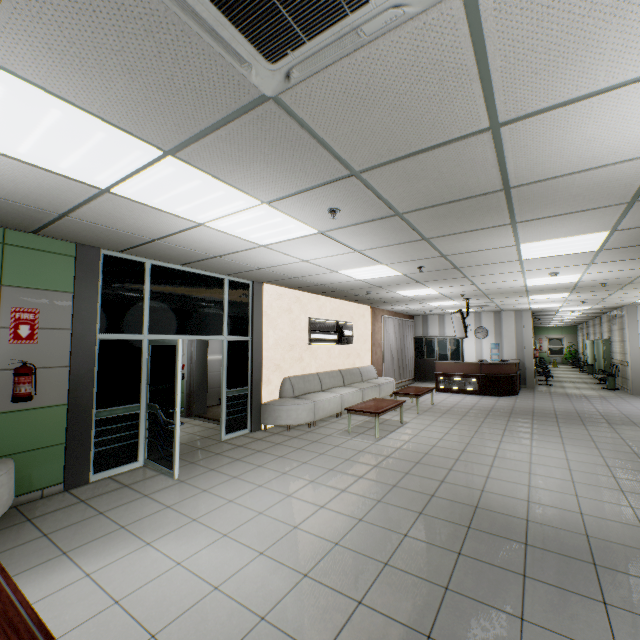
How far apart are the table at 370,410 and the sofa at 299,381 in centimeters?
77cm

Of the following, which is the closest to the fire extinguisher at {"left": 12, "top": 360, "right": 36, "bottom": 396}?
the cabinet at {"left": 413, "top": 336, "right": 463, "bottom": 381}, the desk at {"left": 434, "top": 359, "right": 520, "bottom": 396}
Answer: the desk at {"left": 434, "top": 359, "right": 520, "bottom": 396}

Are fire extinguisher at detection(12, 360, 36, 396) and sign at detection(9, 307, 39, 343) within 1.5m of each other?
yes

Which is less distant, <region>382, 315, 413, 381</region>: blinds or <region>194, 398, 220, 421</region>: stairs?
<region>194, 398, 220, 421</region>: stairs

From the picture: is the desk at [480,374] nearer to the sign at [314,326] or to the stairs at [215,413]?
the stairs at [215,413]

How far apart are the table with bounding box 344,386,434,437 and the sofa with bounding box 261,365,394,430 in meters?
0.8

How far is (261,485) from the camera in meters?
4.3

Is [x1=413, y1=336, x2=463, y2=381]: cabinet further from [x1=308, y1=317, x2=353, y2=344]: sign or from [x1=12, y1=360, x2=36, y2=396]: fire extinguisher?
[x1=12, y1=360, x2=36, y2=396]: fire extinguisher
